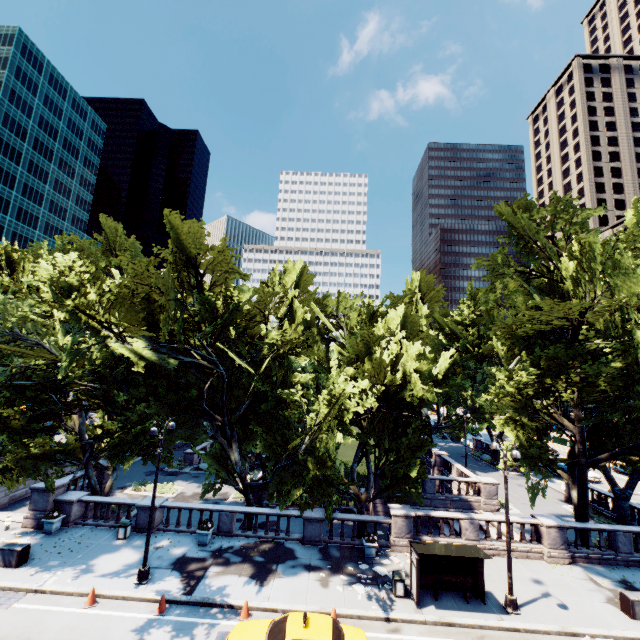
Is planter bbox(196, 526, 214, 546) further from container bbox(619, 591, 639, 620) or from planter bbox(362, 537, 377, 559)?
container bbox(619, 591, 639, 620)

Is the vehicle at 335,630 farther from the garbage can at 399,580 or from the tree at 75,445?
the tree at 75,445

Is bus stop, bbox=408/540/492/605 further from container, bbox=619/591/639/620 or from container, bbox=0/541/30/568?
container, bbox=0/541/30/568

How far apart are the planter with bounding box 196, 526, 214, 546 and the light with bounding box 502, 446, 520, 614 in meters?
15.5 m

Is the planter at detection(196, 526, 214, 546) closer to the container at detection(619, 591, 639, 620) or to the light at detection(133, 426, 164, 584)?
the light at detection(133, 426, 164, 584)

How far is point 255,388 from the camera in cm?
2495

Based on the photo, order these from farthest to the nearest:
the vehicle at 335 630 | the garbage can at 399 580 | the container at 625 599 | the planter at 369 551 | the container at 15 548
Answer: the planter at 369 551 < the container at 15 548 < the garbage can at 399 580 < the container at 625 599 < the vehicle at 335 630

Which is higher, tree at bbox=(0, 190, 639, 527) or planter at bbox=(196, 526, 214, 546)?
tree at bbox=(0, 190, 639, 527)
